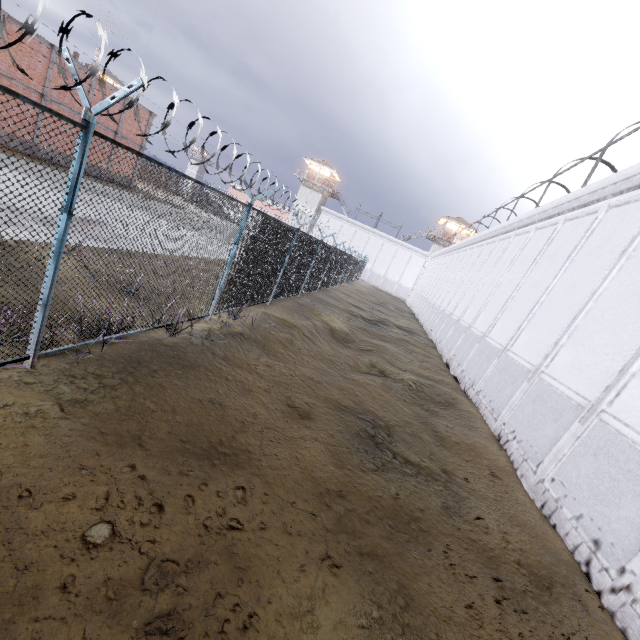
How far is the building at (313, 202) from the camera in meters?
53.1

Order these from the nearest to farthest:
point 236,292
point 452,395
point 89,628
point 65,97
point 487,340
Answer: point 89,628
point 236,292
point 452,395
point 487,340
point 65,97

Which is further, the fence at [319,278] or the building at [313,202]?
the building at [313,202]

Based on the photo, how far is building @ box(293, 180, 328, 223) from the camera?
53.1m

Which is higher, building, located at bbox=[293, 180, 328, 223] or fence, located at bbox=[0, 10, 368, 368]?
building, located at bbox=[293, 180, 328, 223]

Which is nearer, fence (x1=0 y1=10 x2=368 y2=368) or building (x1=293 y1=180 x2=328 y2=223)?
fence (x1=0 y1=10 x2=368 y2=368)
